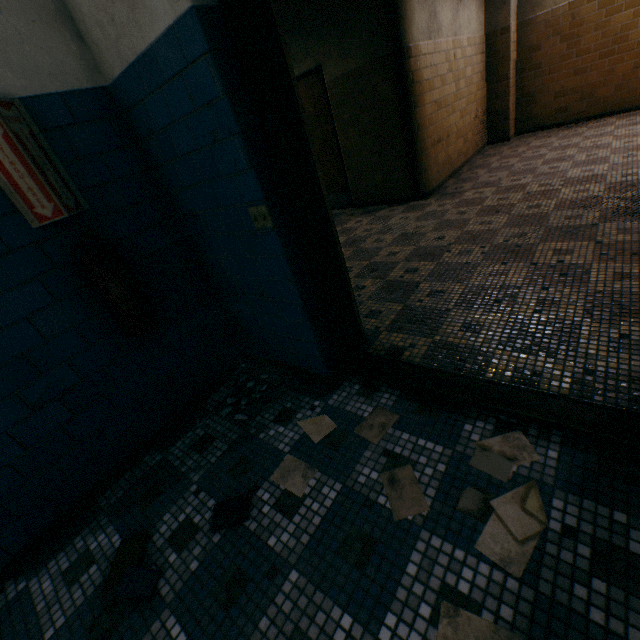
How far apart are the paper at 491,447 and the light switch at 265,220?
Result: 1.52m

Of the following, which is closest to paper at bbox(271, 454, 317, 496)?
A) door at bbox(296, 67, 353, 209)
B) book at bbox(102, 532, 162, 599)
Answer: book at bbox(102, 532, 162, 599)

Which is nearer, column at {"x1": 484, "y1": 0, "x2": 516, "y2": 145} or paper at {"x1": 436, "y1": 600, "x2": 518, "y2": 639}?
paper at {"x1": 436, "y1": 600, "x2": 518, "y2": 639}

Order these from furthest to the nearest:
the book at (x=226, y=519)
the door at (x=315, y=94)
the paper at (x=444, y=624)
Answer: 1. the door at (x=315, y=94)
2. the book at (x=226, y=519)
3. the paper at (x=444, y=624)

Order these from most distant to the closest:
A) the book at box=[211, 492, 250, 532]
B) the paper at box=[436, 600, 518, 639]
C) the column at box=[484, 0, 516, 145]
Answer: the column at box=[484, 0, 516, 145], the book at box=[211, 492, 250, 532], the paper at box=[436, 600, 518, 639]

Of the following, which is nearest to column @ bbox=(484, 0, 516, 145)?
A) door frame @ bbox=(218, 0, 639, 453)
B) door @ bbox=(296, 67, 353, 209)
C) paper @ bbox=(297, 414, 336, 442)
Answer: door @ bbox=(296, 67, 353, 209)

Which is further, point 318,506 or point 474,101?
point 474,101

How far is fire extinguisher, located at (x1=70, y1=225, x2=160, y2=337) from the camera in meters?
1.7 m
